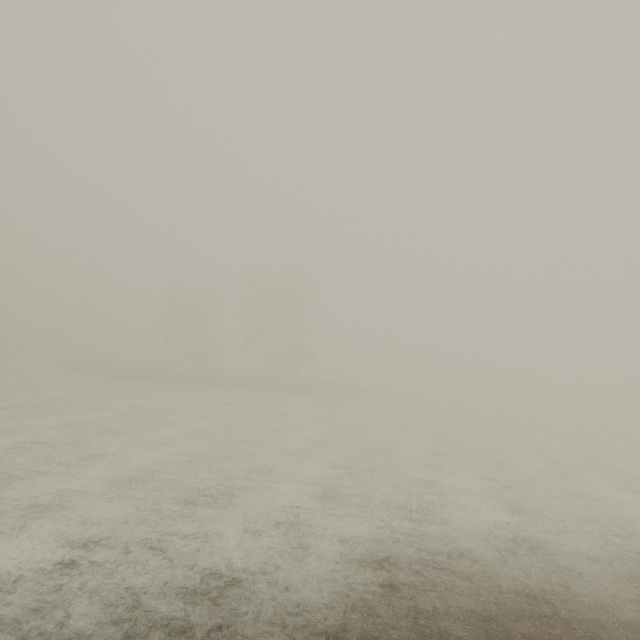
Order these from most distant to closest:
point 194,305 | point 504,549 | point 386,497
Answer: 1. point 194,305
2. point 386,497
3. point 504,549
